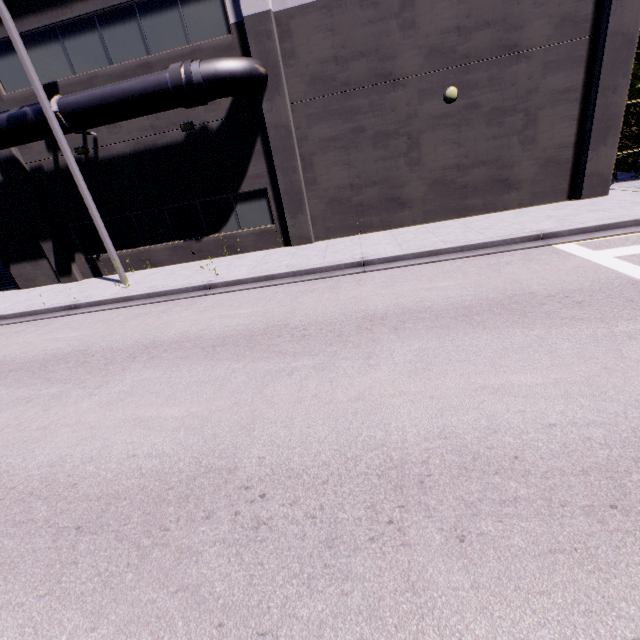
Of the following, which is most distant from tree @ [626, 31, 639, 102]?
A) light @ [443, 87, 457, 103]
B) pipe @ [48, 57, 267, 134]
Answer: pipe @ [48, 57, 267, 134]

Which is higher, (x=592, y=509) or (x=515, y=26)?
(x=515, y=26)

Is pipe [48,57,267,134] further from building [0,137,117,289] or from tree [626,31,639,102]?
tree [626,31,639,102]

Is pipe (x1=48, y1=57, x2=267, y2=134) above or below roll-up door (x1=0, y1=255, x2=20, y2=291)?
above

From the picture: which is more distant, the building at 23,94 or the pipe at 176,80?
the building at 23,94

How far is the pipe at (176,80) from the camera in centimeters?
1002cm

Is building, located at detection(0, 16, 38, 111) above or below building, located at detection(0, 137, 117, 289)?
above

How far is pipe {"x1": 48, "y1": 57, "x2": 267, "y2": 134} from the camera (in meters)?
10.02
